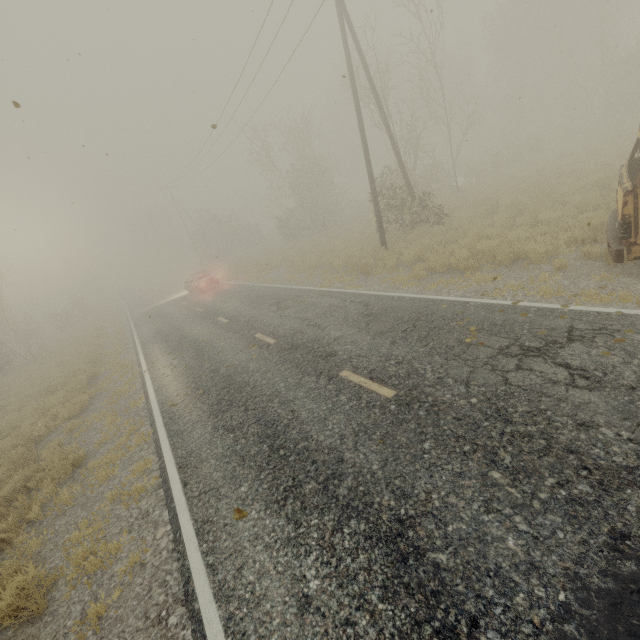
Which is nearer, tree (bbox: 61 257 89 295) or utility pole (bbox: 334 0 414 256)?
utility pole (bbox: 334 0 414 256)

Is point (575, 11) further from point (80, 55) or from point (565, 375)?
point (565, 375)

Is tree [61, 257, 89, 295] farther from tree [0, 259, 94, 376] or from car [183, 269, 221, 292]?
car [183, 269, 221, 292]

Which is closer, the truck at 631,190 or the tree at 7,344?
the truck at 631,190

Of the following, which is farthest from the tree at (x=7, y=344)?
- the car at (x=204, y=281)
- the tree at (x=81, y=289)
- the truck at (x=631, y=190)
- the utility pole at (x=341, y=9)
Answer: the truck at (x=631, y=190)

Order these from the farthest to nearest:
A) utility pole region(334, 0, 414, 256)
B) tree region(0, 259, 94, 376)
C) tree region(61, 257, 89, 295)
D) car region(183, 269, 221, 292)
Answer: tree region(61, 257, 89, 295) < tree region(0, 259, 94, 376) < car region(183, 269, 221, 292) < utility pole region(334, 0, 414, 256)

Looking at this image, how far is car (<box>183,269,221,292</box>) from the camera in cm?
2348

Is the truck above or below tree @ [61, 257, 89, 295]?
below
